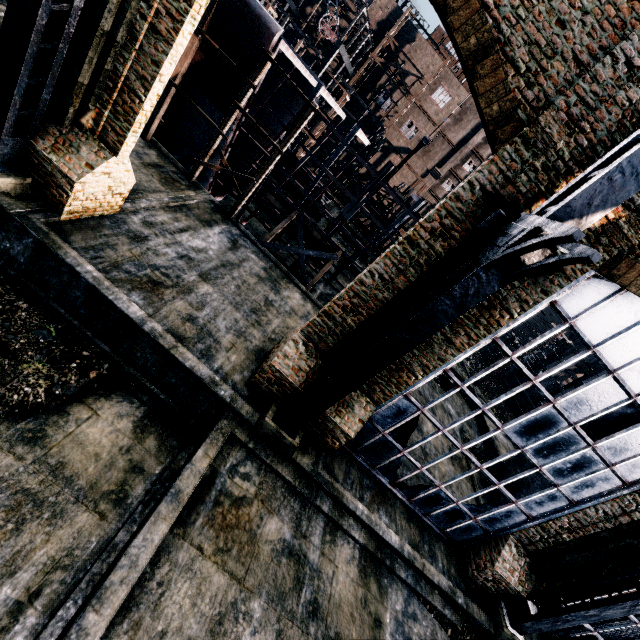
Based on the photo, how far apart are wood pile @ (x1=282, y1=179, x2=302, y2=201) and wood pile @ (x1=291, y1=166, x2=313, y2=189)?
0.3m

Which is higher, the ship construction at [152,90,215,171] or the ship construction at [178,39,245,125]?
the ship construction at [178,39,245,125]

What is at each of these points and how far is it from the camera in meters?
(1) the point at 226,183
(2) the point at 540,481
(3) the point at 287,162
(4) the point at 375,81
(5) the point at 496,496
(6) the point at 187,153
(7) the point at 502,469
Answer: (1) ship construction, 24.9
(2) chimney, 18.9
(3) wood pile, 29.3
(4) building, 53.8
(5) chimney, 20.2
(6) ship construction, 20.0
(7) chimney, 21.2

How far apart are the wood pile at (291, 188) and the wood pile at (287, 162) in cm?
34

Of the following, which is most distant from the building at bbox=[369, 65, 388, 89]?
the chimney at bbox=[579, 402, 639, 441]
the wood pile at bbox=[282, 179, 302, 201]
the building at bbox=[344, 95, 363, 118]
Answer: the chimney at bbox=[579, 402, 639, 441]

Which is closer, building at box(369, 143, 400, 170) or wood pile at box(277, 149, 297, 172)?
wood pile at box(277, 149, 297, 172)

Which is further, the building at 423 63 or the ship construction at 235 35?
the building at 423 63

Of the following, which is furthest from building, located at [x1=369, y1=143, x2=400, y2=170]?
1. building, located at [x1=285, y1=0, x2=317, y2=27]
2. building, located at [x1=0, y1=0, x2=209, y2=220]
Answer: building, located at [x1=0, y1=0, x2=209, y2=220]
